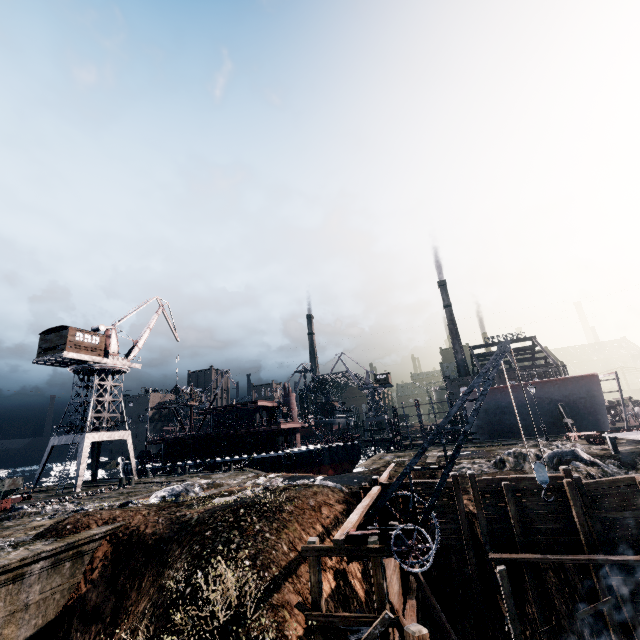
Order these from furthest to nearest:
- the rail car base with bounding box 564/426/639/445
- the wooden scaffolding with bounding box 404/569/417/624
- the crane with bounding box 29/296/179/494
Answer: the crane with bounding box 29/296/179/494, the rail car base with bounding box 564/426/639/445, the wooden scaffolding with bounding box 404/569/417/624

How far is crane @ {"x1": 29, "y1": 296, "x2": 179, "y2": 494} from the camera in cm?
3516

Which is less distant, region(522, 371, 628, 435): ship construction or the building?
the building

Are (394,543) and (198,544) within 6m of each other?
no

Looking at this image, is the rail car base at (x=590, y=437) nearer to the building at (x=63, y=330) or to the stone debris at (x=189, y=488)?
the stone debris at (x=189, y=488)

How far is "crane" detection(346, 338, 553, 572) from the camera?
10.2 meters

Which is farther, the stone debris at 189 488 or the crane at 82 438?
the crane at 82 438

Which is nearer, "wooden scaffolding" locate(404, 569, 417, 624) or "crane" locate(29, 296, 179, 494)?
"wooden scaffolding" locate(404, 569, 417, 624)
